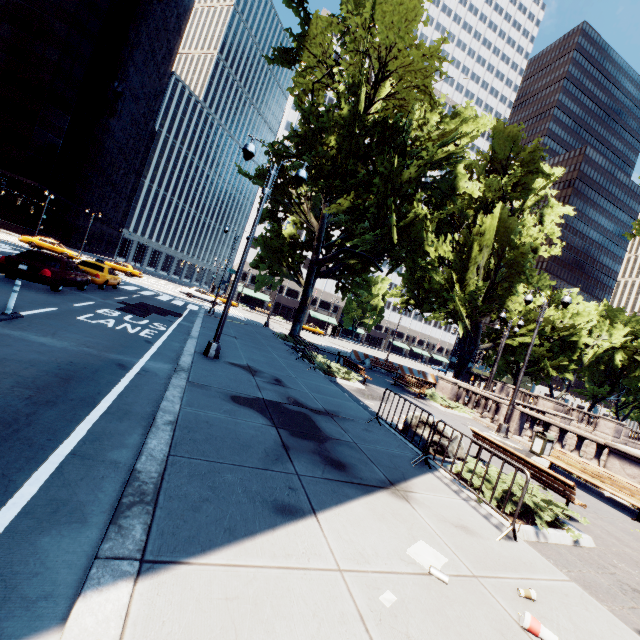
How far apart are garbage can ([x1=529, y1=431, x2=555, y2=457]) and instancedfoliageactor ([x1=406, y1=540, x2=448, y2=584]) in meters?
12.4

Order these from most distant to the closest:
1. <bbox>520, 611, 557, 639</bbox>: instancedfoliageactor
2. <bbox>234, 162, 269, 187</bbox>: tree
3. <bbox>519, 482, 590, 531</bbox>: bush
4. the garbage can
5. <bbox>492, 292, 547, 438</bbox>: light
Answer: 1. <bbox>234, 162, 269, 187</bbox>: tree
2. <bbox>492, 292, 547, 438</bbox>: light
3. the garbage can
4. <bbox>519, 482, 590, 531</bbox>: bush
5. <bbox>520, 611, 557, 639</bbox>: instancedfoliageactor

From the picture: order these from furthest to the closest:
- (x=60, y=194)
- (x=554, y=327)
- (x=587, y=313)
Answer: (x=60, y=194) < (x=554, y=327) < (x=587, y=313)

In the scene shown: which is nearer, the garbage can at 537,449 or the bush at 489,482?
the bush at 489,482

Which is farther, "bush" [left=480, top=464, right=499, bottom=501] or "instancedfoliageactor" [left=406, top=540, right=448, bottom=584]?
"bush" [left=480, top=464, right=499, bottom=501]

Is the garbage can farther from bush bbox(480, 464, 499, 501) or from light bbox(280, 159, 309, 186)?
light bbox(280, 159, 309, 186)

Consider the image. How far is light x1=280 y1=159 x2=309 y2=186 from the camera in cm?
1101

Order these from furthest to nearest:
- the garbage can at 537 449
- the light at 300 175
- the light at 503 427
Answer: the light at 503 427 < the garbage can at 537 449 < the light at 300 175
